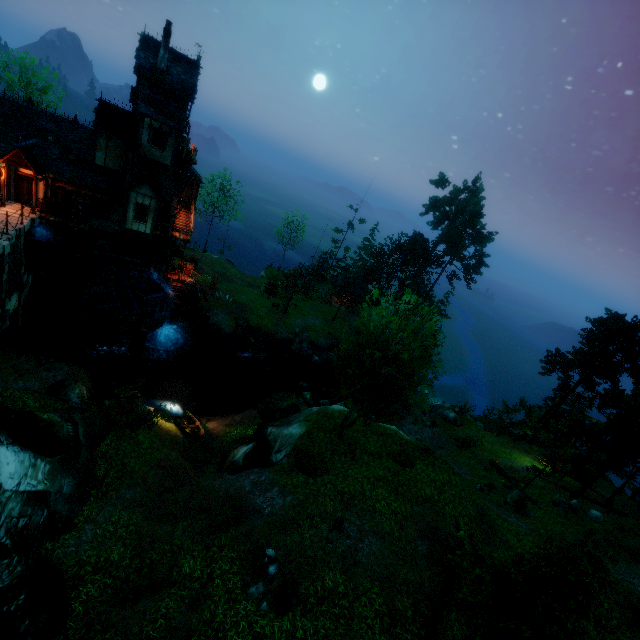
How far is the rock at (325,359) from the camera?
37.94m

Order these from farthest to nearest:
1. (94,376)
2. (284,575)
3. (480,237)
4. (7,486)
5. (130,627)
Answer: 1. (480,237)
2. (94,376)
3. (284,575)
4. (7,486)
5. (130,627)

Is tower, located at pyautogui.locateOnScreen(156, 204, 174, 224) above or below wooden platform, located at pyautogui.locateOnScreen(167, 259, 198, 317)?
above

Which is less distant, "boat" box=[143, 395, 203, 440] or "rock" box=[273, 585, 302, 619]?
"rock" box=[273, 585, 302, 619]

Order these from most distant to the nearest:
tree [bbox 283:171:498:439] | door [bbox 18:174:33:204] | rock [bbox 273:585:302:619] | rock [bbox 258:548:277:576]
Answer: door [bbox 18:174:33:204] < tree [bbox 283:171:498:439] < rock [bbox 258:548:277:576] < rock [bbox 273:585:302:619]

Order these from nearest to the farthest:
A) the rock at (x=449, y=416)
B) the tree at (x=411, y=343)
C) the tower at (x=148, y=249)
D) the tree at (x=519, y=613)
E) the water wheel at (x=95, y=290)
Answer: the tree at (x=519, y=613) → the tree at (x=411, y=343) → the water wheel at (x=95, y=290) → the tower at (x=148, y=249) → the rock at (x=449, y=416)

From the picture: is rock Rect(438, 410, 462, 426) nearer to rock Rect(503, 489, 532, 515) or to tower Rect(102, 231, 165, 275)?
rock Rect(503, 489, 532, 515)

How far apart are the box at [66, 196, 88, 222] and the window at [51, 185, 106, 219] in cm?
1
